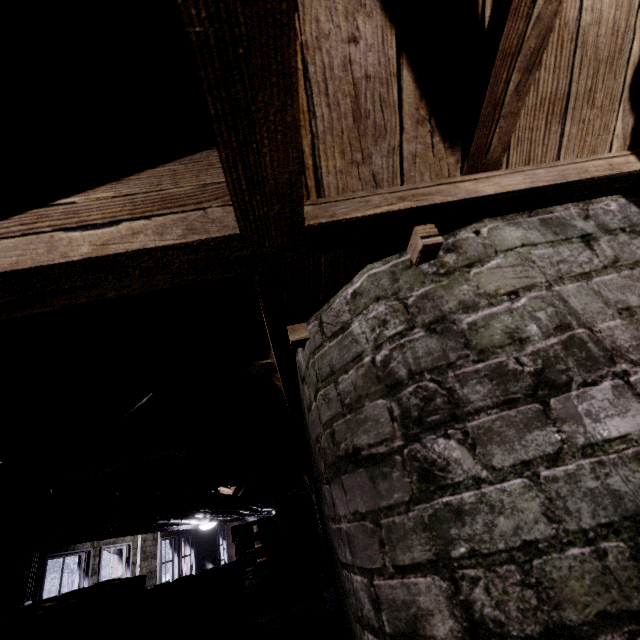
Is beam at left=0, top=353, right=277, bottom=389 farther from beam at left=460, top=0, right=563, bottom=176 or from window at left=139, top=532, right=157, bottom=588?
beam at left=460, top=0, right=563, bottom=176

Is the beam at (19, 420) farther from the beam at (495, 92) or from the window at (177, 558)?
the beam at (495, 92)

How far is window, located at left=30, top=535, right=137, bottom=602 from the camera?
3.6m

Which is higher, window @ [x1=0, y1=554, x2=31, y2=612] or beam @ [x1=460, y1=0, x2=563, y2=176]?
beam @ [x1=460, y1=0, x2=563, y2=176]

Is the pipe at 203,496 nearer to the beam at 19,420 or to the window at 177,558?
the beam at 19,420

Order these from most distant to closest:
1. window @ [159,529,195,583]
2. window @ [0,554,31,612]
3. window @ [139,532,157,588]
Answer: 1. window @ [159,529,195,583]
2. window @ [139,532,157,588]
3. window @ [0,554,31,612]

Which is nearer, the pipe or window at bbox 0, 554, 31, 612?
the pipe

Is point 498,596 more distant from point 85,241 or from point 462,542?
point 85,241
